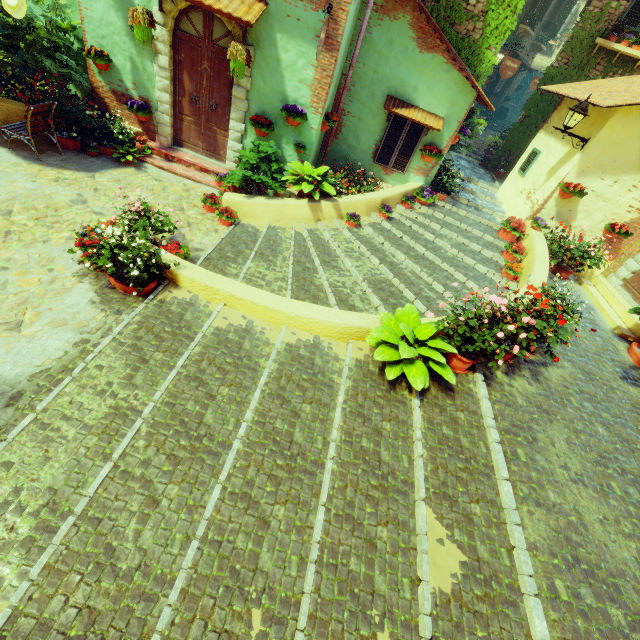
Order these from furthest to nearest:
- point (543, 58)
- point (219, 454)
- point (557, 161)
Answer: point (543, 58) → point (557, 161) → point (219, 454)

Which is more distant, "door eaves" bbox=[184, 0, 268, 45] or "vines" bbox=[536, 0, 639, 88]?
"vines" bbox=[536, 0, 639, 88]

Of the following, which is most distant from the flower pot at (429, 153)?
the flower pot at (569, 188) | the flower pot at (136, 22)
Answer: the flower pot at (136, 22)

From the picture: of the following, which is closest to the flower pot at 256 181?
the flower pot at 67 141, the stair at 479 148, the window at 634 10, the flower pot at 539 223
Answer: the flower pot at 67 141

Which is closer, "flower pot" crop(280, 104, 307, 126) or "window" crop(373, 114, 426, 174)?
"flower pot" crop(280, 104, 307, 126)

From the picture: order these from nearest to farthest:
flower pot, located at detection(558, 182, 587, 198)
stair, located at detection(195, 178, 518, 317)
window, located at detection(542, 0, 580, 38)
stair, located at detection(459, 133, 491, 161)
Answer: stair, located at detection(195, 178, 518, 317)
flower pot, located at detection(558, 182, 587, 198)
stair, located at detection(459, 133, 491, 161)
window, located at detection(542, 0, 580, 38)

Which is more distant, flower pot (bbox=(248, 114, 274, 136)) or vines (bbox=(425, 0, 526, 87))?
vines (bbox=(425, 0, 526, 87))

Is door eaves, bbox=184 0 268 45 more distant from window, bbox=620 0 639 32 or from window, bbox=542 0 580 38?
window, bbox=542 0 580 38
